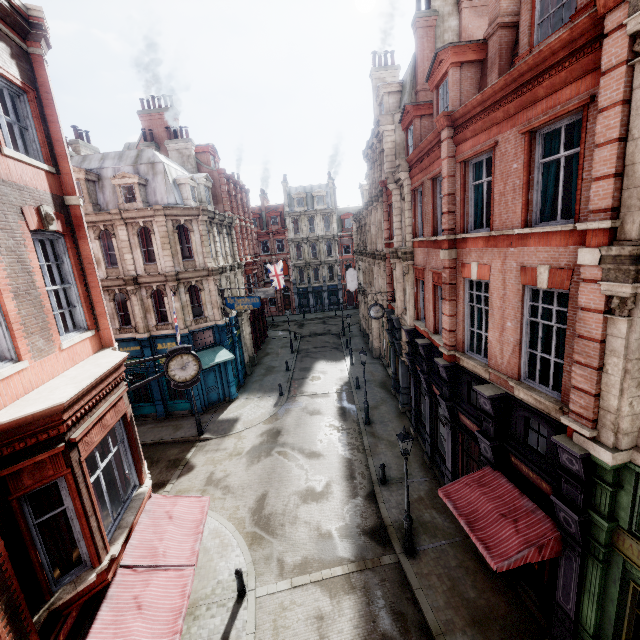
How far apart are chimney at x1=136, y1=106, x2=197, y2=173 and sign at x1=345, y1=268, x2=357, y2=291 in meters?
18.5 m

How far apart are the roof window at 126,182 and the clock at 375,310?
15.2m

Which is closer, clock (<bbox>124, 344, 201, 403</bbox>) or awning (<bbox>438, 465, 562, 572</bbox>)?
awning (<bbox>438, 465, 562, 572</bbox>)

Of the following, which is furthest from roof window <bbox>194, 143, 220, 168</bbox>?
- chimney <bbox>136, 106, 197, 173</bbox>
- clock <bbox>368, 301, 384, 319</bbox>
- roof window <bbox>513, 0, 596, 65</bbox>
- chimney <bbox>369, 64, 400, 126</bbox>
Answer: roof window <bbox>513, 0, 596, 65</bbox>

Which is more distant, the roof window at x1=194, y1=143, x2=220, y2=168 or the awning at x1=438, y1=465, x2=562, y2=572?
the roof window at x1=194, y1=143, x2=220, y2=168

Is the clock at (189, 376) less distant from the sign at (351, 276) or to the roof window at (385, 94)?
the roof window at (385, 94)

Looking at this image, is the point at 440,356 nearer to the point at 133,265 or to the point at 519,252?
the point at 519,252

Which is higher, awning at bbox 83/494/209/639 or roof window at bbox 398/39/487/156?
roof window at bbox 398/39/487/156
